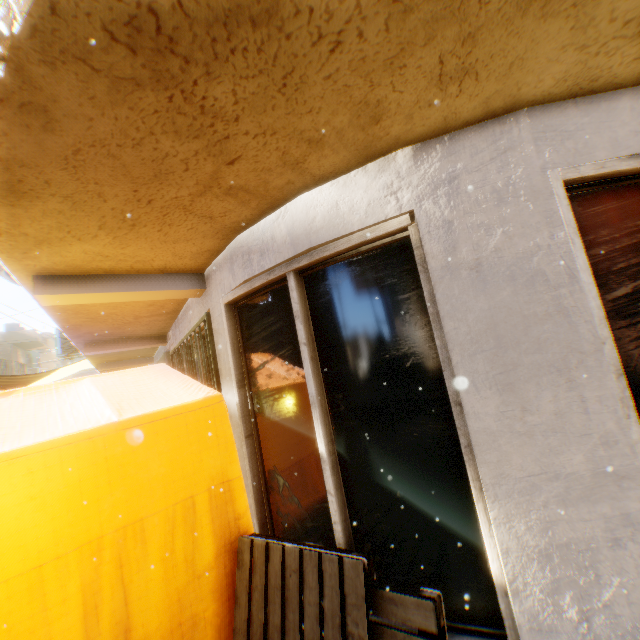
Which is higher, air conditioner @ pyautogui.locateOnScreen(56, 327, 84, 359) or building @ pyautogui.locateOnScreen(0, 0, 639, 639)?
air conditioner @ pyautogui.locateOnScreen(56, 327, 84, 359)

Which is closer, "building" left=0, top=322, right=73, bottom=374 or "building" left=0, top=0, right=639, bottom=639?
"building" left=0, top=0, right=639, bottom=639

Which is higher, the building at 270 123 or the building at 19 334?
the building at 19 334

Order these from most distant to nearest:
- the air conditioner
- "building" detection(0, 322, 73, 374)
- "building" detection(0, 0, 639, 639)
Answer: "building" detection(0, 322, 73, 374) < the air conditioner < "building" detection(0, 0, 639, 639)

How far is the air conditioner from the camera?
8.7 meters

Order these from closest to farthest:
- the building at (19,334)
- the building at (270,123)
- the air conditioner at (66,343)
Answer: the building at (270,123) → the air conditioner at (66,343) → the building at (19,334)

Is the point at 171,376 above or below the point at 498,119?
below

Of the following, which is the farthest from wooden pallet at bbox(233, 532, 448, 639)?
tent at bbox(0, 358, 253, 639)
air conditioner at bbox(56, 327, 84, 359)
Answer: air conditioner at bbox(56, 327, 84, 359)
